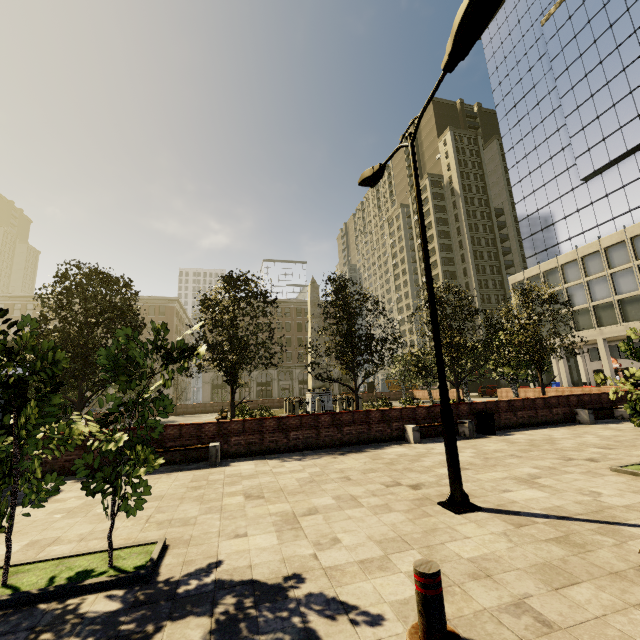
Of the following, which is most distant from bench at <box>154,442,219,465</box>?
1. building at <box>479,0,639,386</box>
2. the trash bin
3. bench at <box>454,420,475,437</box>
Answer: building at <box>479,0,639,386</box>

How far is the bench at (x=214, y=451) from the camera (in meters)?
9.57

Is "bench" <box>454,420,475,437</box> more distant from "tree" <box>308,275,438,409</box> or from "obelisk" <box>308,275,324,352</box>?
"obelisk" <box>308,275,324,352</box>

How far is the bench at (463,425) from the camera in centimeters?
1223cm

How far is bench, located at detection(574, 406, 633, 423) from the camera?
13.9 meters

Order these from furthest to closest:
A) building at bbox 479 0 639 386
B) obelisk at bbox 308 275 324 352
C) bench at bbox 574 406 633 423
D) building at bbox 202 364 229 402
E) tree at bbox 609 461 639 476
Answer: building at bbox 202 364 229 402 → building at bbox 479 0 639 386 → obelisk at bbox 308 275 324 352 → bench at bbox 574 406 633 423 → tree at bbox 609 461 639 476

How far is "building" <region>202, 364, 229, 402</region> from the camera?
56.9 meters

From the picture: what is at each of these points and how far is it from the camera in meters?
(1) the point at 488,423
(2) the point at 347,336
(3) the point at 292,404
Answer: (1) trash bin, 12.6 m
(2) tree, 16.5 m
(3) fence, 25.7 m
